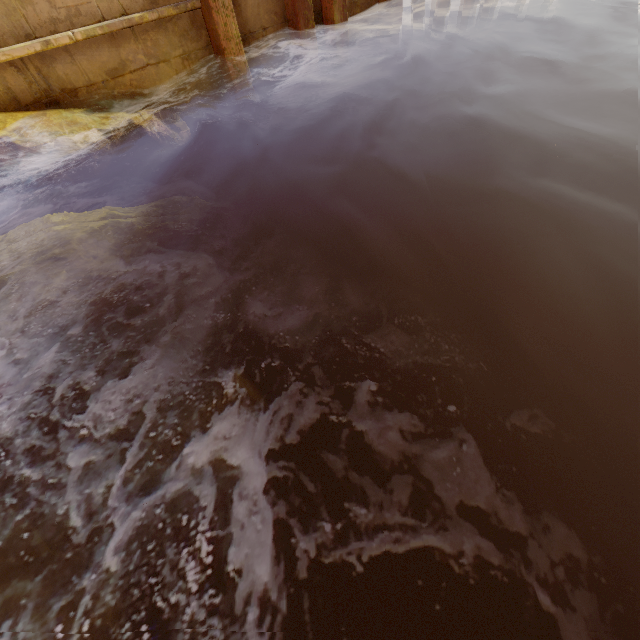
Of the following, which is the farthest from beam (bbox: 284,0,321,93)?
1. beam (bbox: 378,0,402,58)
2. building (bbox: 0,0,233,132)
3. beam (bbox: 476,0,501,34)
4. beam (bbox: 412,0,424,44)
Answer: beam (bbox: 476,0,501,34)

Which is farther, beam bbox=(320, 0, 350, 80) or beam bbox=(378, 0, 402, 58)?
beam bbox=(378, 0, 402, 58)

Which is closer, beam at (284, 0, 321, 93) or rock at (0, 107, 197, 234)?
rock at (0, 107, 197, 234)

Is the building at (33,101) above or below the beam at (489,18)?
above

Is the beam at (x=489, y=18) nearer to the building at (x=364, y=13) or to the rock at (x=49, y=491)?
the building at (x=364, y=13)

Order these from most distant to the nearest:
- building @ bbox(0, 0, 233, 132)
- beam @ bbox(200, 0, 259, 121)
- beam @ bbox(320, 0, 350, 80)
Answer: beam @ bbox(320, 0, 350, 80) < beam @ bbox(200, 0, 259, 121) < building @ bbox(0, 0, 233, 132)

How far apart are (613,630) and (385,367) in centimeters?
165cm

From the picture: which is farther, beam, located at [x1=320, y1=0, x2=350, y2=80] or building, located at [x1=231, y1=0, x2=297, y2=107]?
beam, located at [x1=320, y1=0, x2=350, y2=80]
